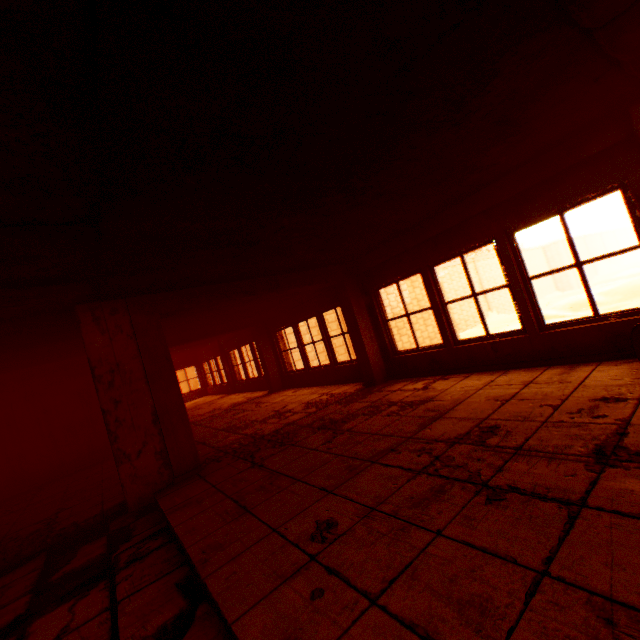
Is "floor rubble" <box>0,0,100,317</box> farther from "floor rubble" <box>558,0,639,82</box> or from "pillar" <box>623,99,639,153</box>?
"pillar" <box>623,99,639,153</box>

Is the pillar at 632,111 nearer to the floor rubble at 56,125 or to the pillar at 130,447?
the floor rubble at 56,125

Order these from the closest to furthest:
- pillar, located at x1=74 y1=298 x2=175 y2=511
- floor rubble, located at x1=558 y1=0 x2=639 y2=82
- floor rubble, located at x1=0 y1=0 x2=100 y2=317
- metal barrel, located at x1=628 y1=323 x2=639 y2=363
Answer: floor rubble, located at x1=0 y1=0 x2=100 y2=317
floor rubble, located at x1=558 y1=0 x2=639 y2=82
metal barrel, located at x1=628 y1=323 x2=639 y2=363
pillar, located at x1=74 y1=298 x2=175 y2=511

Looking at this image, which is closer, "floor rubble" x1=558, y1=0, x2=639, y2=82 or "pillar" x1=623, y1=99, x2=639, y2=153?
"floor rubble" x1=558, y1=0, x2=639, y2=82

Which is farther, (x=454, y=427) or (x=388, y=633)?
(x=454, y=427)

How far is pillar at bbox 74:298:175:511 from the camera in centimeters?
414cm

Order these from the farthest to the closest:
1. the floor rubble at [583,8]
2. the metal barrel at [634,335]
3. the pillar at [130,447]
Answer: the pillar at [130,447]
the metal barrel at [634,335]
the floor rubble at [583,8]

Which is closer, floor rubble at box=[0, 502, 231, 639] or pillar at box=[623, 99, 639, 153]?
floor rubble at box=[0, 502, 231, 639]
